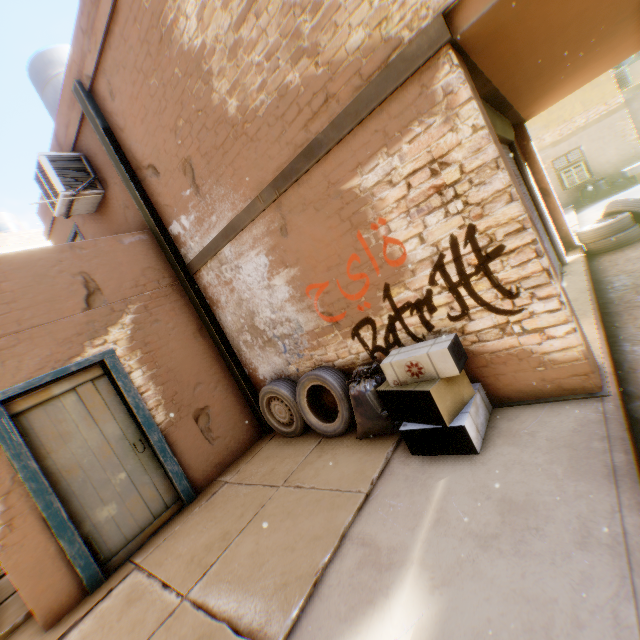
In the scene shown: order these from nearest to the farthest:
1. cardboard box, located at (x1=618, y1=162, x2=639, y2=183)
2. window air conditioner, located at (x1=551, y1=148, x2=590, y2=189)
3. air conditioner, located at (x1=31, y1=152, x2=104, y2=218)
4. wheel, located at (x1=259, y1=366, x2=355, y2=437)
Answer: wheel, located at (x1=259, y1=366, x2=355, y2=437) < air conditioner, located at (x1=31, y1=152, x2=104, y2=218) < cardboard box, located at (x1=618, y1=162, x2=639, y2=183) < window air conditioner, located at (x1=551, y1=148, x2=590, y2=189)

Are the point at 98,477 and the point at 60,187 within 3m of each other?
A: no

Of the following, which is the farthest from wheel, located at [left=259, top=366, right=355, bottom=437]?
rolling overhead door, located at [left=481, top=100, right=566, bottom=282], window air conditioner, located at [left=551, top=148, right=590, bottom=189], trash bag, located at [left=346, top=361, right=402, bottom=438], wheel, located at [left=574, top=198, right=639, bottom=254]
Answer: window air conditioner, located at [left=551, top=148, right=590, bottom=189]

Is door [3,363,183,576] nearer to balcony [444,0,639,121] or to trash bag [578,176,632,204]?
balcony [444,0,639,121]

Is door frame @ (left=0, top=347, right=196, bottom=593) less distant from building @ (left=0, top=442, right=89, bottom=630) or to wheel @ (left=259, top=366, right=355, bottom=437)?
building @ (left=0, top=442, right=89, bottom=630)

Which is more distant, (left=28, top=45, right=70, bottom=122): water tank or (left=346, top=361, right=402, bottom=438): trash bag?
(left=28, top=45, right=70, bottom=122): water tank

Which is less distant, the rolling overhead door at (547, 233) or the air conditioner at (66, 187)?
the rolling overhead door at (547, 233)

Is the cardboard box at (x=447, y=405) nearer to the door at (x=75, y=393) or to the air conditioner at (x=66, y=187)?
the door at (x=75, y=393)
